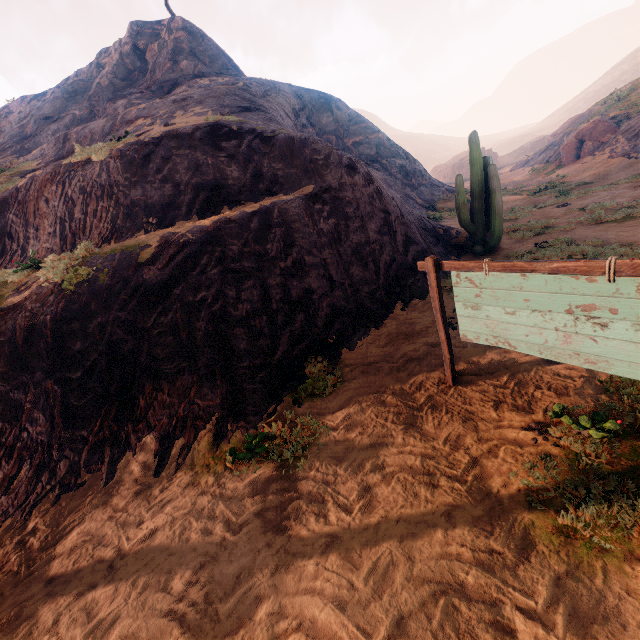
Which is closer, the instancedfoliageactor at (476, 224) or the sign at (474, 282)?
the sign at (474, 282)

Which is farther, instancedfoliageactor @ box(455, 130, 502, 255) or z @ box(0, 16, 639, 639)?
instancedfoliageactor @ box(455, 130, 502, 255)

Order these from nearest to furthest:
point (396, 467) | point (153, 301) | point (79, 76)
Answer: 1. point (396, 467)
2. point (153, 301)
3. point (79, 76)

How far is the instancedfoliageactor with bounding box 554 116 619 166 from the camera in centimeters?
2520cm

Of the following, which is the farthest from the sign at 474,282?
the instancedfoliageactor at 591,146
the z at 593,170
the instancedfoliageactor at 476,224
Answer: the instancedfoliageactor at 591,146

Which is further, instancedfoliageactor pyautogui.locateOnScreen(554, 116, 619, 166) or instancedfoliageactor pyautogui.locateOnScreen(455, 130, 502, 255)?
instancedfoliageactor pyautogui.locateOnScreen(554, 116, 619, 166)

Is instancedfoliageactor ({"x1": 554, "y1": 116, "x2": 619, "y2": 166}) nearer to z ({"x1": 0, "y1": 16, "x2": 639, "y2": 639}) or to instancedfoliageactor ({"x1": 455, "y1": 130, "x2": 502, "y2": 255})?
z ({"x1": 0, "y1": 16, "x2": 639, "y2": 639})

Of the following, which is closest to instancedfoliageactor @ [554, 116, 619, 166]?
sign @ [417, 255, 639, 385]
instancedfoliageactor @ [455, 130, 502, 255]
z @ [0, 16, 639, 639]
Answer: z @ [0, 16, 639, 639]
